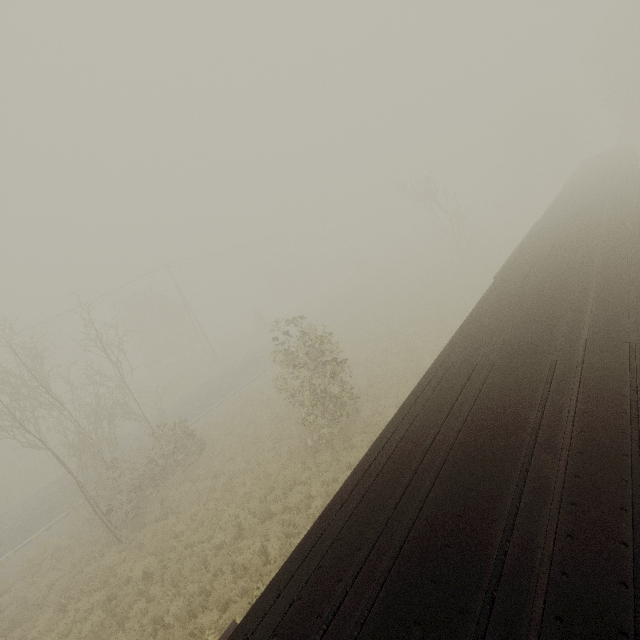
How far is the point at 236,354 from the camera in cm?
3641
